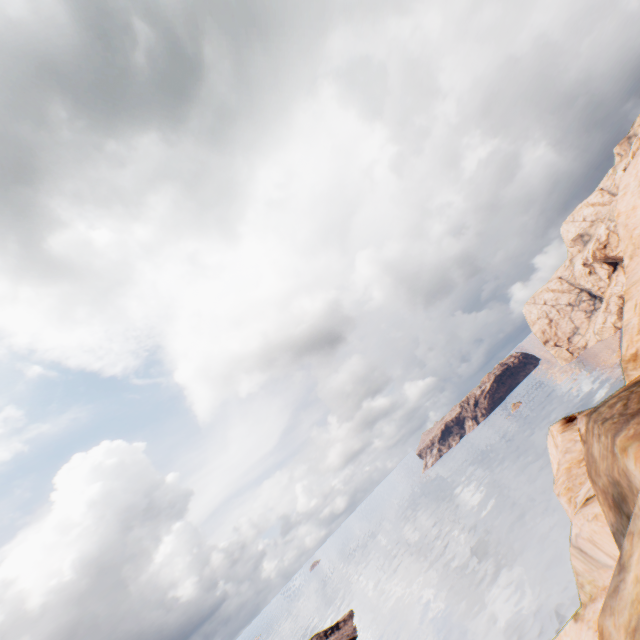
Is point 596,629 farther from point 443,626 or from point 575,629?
point 443,626
